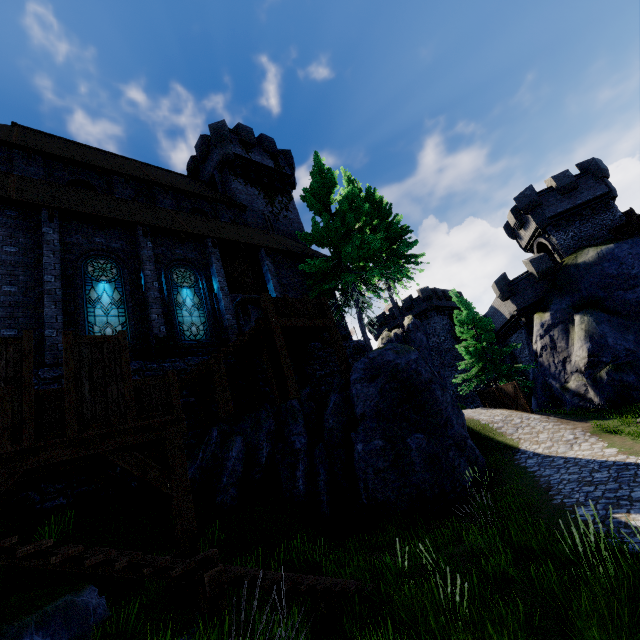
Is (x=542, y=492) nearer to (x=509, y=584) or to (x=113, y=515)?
(x=509, y=584)

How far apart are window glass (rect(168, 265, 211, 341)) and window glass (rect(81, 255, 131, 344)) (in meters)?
1.53

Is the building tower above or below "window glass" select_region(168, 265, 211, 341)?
above

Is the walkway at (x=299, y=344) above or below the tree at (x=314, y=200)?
below

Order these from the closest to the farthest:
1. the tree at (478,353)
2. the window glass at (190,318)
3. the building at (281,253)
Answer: the building at (281,253) < the window glass at (190,318) < the tree at (478,353)

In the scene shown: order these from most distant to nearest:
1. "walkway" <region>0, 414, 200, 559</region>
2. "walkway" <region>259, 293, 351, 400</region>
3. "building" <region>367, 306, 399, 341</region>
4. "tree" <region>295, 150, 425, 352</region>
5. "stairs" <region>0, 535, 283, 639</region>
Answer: "building" <region>367, 306, 399, 341</region> < "tree" <region>295, 150, 425, 352</region> < "walkway" <region>259, 293, 351, 400</region> < "walkway" <region>0, 414, 200, 559</region> < "stairs" <region>0, 535, 283, 639</region>

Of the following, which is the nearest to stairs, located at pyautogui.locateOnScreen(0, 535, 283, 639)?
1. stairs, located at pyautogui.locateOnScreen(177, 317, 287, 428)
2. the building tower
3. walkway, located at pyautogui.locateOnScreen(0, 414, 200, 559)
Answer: walkway, located at pyautogui.locateOnScreen(0, 414, 200, 559)

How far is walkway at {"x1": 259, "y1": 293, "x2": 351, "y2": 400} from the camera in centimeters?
1105cm
